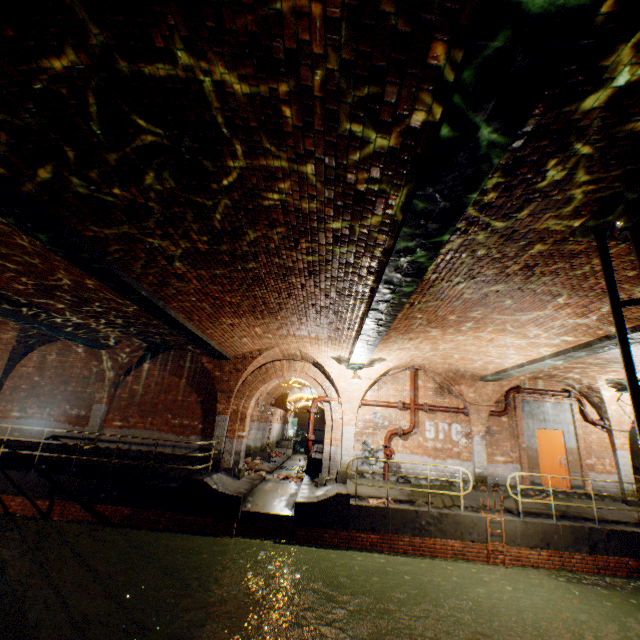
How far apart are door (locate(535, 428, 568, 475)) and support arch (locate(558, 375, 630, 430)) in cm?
165

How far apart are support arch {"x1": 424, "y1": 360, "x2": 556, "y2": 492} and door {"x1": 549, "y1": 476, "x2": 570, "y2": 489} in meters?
1.8

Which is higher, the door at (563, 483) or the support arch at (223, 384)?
the support arch at (223, 384)

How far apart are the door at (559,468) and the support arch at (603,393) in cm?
165

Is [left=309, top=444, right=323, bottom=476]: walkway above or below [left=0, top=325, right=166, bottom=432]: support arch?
below

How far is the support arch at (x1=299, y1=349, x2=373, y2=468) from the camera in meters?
12.1

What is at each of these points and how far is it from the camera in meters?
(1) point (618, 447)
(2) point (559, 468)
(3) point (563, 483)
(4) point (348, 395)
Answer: (1) support arch, 12.1 m
(2) door, 12.1 m
(3) door, 11.9 m
(4) support arch, 12.7 m

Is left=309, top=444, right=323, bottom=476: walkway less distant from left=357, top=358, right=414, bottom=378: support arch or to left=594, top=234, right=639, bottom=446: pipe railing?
left=357, top=358, right=414, bottom=378: support arch
